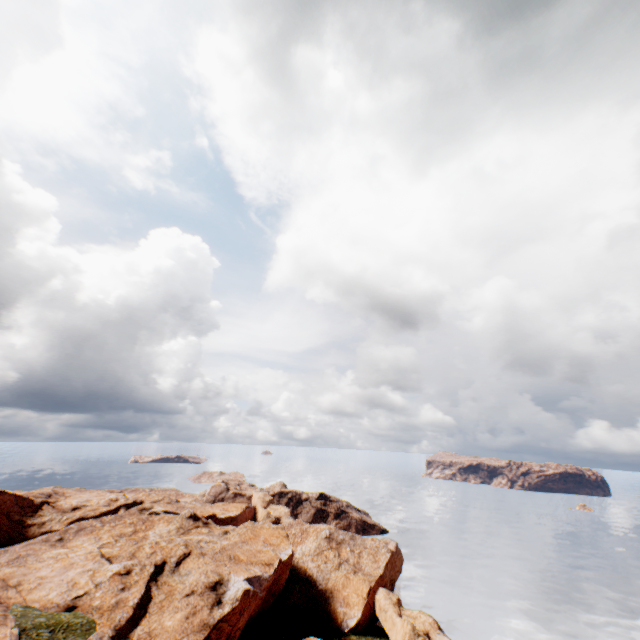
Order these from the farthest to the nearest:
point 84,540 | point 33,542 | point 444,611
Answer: point 444,611
point 84,540
point 33,542
